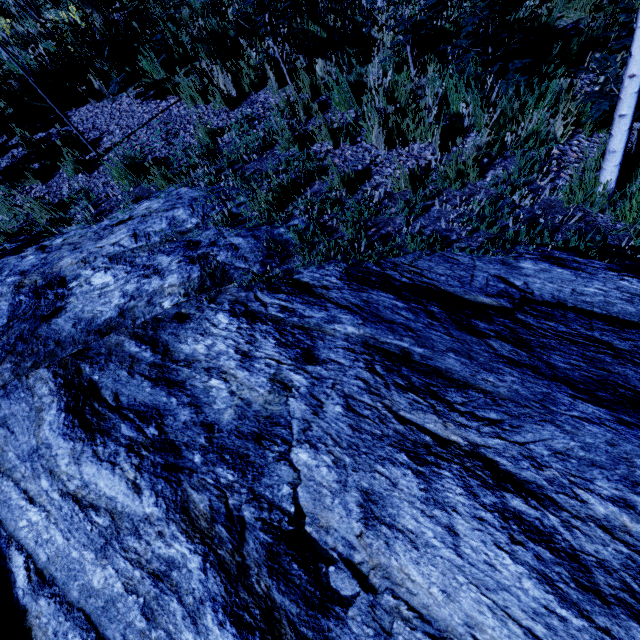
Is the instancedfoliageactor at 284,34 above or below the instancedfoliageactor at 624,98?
above

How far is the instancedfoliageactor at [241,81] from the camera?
4.52m

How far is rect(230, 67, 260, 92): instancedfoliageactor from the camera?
4.52m

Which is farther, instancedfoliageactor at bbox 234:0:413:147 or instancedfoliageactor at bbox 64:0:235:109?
instancedfoliageactor at bbox 64:0:235:109

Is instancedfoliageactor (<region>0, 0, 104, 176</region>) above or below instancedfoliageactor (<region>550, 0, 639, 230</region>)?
above

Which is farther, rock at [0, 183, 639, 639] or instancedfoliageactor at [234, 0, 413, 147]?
instancedfoliageactor at [234, 0, 413, 147]

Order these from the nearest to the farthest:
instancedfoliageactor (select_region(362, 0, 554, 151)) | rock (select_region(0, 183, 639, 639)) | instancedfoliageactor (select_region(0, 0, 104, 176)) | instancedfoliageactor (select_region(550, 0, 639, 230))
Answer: rock (select_region(0, 183, 639, 639))
instancedfoliageactor (select_region(550, 0, 639, 230))
instancedfoliageactor (select_region(362, 0, 554, 151))
instancedfoliageactor (select_region(0, 0, 104, 176))

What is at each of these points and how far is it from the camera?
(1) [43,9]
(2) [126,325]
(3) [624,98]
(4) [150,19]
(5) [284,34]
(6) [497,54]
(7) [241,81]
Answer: (1) instancedfoliageactor, 6.5 meters
(2) rock, 3.0 meters
(3) instancedfoliageactor, 2.2 meters
(4) instancedfoliageactor, 5.1 meters
(5) instancedfoliageactor, 4.5 meters
(6) instancedfoliageactor, 3.8 meters
(7) instancedfoliageactor, 4.6 meters
